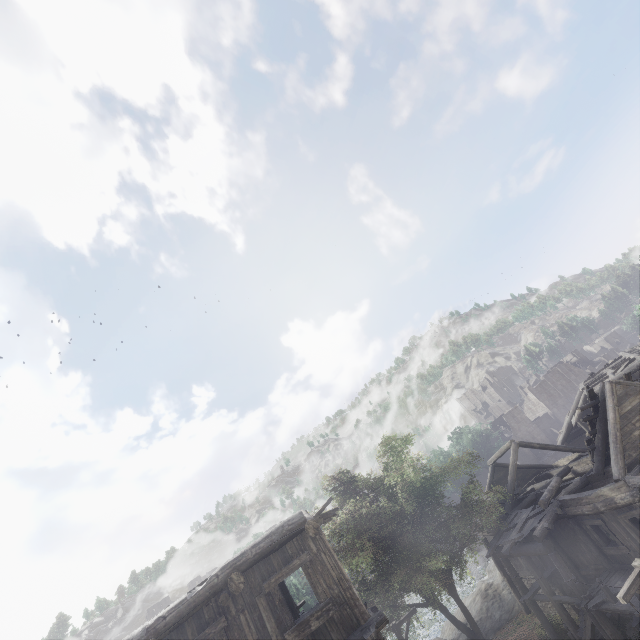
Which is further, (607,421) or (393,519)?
(393,519)

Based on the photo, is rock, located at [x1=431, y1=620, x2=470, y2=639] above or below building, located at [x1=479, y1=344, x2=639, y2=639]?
below

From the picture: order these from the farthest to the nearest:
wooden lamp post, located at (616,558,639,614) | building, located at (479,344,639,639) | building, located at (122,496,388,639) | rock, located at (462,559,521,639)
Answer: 1. rock, located at (462,559,521,639)
2. building, located at (479,344,639,639)
3. wooden lamp post, located at (616,558,639,614)
4. building, located at (122,496,388,639)

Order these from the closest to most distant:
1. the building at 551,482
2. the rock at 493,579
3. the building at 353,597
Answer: the building at 353,597
the building at 551,482
the rock at 493,579

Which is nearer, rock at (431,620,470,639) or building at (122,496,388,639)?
building at (122,496,388,639)

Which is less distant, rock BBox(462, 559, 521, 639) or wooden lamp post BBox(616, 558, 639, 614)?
wooden lamp post BBox(616, 558, 639, 614)

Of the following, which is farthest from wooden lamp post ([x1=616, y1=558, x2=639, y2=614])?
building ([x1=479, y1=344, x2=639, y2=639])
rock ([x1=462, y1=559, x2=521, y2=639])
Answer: rock ([x1=462, y1=559, x2=521, y2=639])

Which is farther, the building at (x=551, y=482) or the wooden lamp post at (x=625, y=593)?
the building at (x=551, y=482)
